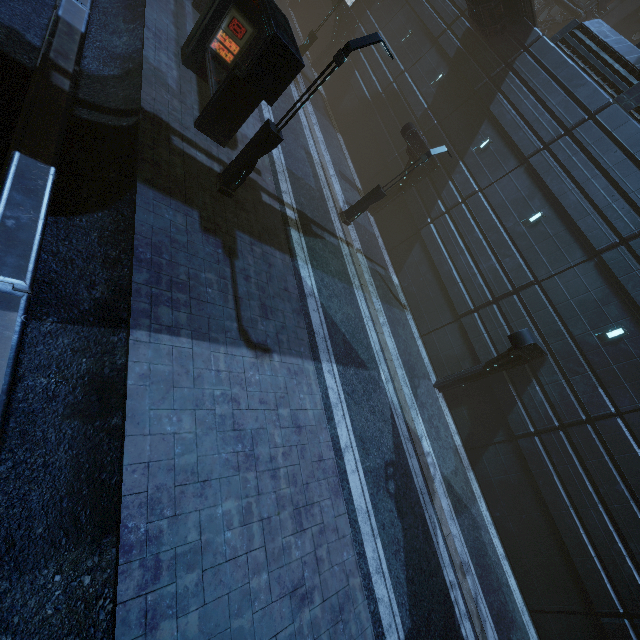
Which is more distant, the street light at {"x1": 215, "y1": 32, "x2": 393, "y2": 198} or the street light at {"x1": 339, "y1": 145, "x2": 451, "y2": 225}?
the street light at {"x1": 339, "y1": 145, "x2": 451, "y2": 225}

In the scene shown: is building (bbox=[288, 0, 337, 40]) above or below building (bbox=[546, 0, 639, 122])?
below

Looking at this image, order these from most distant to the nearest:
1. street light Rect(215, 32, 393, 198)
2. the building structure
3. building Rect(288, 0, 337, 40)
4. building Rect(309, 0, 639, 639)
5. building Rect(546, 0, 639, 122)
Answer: building Rect(288, 0, 337, 40), the building structure, building Rect(546, 0, 639, 122), building Rect(309, 0, 639, 639), street light Rect(215, 32, 393, 198)

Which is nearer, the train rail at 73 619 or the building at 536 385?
the train rail at 73 619

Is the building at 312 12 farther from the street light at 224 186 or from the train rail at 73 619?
the street light at 224 186

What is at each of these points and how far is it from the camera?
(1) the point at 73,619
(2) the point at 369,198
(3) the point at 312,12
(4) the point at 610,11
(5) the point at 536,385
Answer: (1) train rail, 4.10m
(2) street light, 15.68m
(3) building, 32.31m
(4) building, 26.19m
(5) building, 13.74m

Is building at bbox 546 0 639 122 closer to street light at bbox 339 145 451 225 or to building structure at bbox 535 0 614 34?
building structure at bbox 535 0 614 34

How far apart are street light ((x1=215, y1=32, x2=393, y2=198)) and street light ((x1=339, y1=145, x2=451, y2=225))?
7.3 meters
